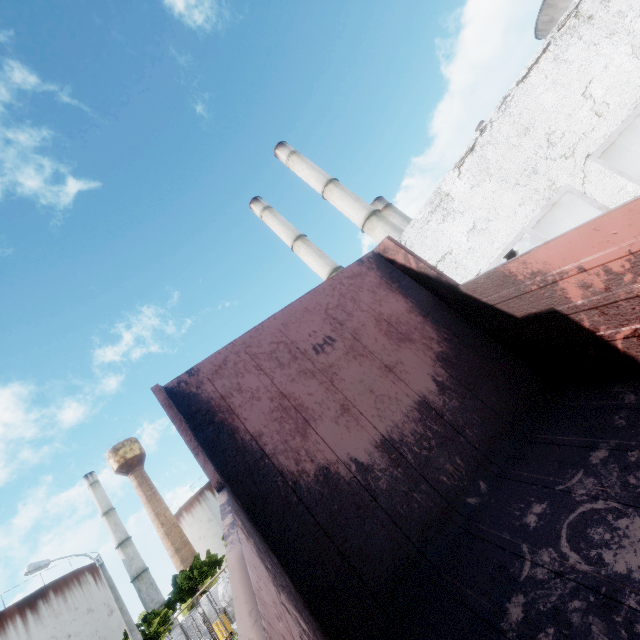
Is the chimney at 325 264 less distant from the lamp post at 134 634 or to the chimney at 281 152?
the chimney at 281 152

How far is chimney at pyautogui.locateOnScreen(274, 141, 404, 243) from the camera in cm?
3100

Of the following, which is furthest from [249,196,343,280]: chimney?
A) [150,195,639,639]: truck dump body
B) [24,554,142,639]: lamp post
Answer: [150,195,639,639]: truck dump body

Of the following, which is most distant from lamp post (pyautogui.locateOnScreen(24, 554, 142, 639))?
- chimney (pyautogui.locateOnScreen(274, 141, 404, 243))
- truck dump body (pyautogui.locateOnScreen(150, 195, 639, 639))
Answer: chimney (pyautogui.locateOnScreen(274, 141, 404, 243))

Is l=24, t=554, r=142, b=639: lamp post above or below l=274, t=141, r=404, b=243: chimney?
below

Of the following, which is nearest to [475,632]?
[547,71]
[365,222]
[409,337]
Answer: [409,337]

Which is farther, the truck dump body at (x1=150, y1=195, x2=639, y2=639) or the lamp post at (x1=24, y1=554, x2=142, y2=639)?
the lamp post at (x1=24, y1=554, x2=142, y2=639)

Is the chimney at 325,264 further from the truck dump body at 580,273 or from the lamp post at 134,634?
the truck dump body at 580,273
